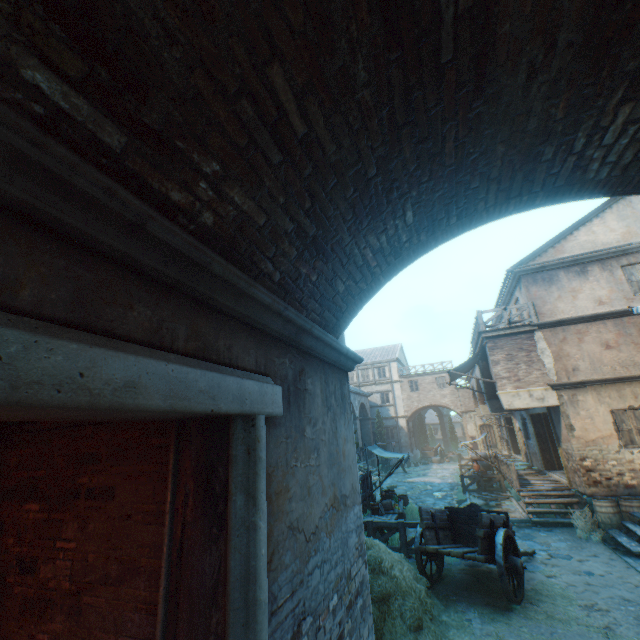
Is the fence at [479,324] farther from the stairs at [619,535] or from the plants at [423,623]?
the plants at [423,623]

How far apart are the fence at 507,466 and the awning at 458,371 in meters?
3.3 m

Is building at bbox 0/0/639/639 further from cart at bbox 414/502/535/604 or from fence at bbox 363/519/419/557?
cart at bbox 414/502/535/604

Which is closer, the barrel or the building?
the building

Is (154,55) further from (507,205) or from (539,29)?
(507,205)

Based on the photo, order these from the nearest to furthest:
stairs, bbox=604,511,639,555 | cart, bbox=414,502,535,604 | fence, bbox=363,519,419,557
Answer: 1. cart, bbox=414,502,535,604
2. stairs, bbox=604,511,639,555
3. fence, bbox=363,519,419,557

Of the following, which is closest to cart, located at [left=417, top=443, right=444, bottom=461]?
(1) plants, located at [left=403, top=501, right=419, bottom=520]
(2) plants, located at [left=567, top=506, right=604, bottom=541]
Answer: (1) plants, located at [left=403, top=501, right=419, bottom=520]

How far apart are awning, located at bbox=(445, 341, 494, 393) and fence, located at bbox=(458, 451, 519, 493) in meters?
3.3
